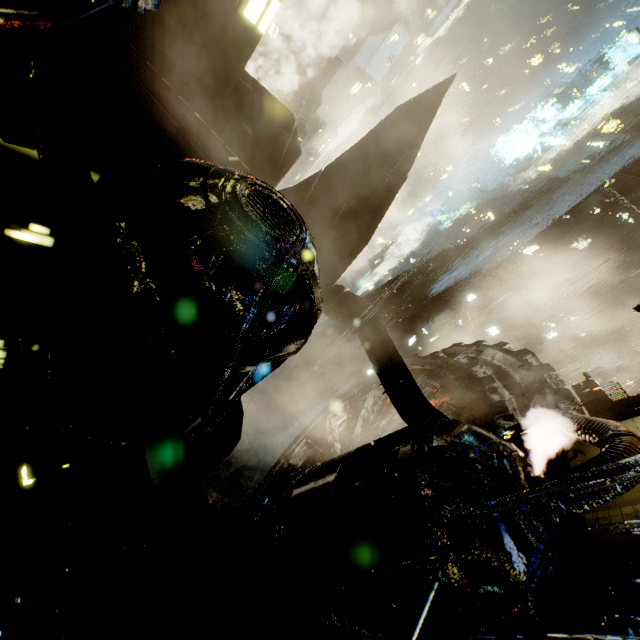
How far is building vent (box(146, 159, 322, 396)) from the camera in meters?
6.4

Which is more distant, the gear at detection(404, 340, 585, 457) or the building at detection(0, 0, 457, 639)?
the gear at detection(404, 340, 585, 457)

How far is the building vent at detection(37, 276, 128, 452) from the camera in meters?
7.7

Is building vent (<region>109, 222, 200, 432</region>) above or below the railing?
below

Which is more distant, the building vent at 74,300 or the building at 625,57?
the building at 625,57

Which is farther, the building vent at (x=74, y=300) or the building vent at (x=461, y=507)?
the building vent at (x=74, y=300)

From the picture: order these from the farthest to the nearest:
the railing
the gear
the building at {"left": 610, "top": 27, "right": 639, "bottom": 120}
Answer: the building at {"left": 610, "top": 27, "right": 639, "bottom": 120}
the gear
the railing

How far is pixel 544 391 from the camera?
17.3m
